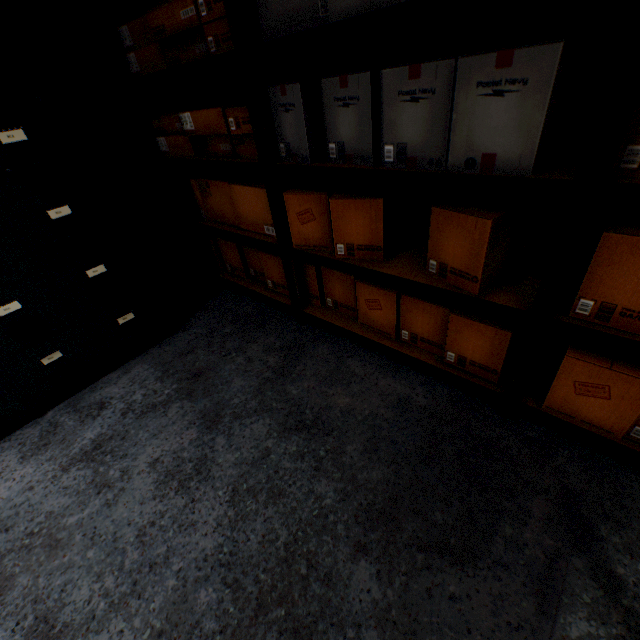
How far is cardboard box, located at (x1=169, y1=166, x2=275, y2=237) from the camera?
1.8 meters

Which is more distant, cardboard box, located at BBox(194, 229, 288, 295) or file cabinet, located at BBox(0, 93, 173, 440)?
cardboard box, located at BBox(194, 229, 288, 295)

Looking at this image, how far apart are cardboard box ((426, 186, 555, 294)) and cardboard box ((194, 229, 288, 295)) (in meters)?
0.14

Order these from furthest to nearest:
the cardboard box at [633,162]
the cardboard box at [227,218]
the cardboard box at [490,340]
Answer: the cardboard box at [227,218], the cardboard box at [490,340], the cardboard box at [633,162]

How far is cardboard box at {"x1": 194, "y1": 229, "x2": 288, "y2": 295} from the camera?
2.1m

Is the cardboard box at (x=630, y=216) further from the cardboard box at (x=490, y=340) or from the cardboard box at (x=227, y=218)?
the cardboard box at (x=227, y=218)

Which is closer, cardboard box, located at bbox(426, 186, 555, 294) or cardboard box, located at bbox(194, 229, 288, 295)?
cardboard box, located at bbox(426, 186, 555, 294)

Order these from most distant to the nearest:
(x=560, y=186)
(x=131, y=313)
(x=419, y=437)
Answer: (x=131, y=313) < (x=419, y=437) < (x=560, y=186)
